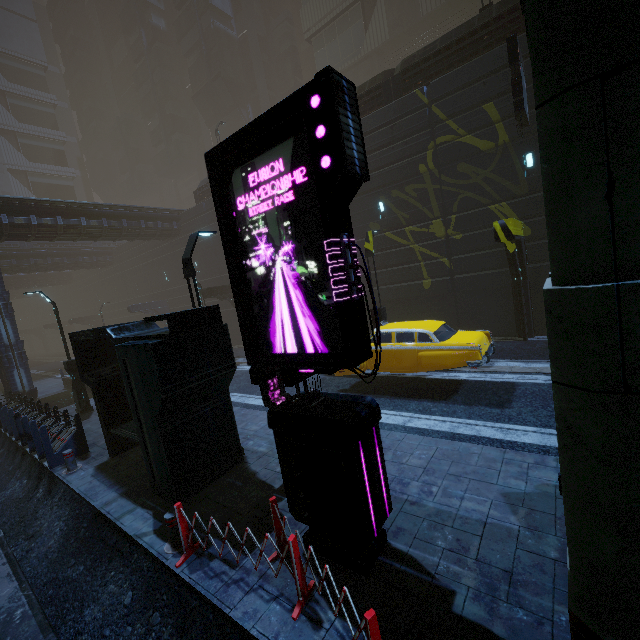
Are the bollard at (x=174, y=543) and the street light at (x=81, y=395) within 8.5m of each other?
no

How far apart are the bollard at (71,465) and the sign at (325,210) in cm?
754

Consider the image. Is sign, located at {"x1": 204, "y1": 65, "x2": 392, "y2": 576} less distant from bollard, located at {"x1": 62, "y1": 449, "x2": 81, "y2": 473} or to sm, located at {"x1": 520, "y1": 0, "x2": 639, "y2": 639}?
sm, located at {"x1": 520, "y1": 0, "x2": 639, "y2": 639}

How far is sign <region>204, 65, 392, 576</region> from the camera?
3.6m

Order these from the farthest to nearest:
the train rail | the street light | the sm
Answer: the street light, the train rail, the sm

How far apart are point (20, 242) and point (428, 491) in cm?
4056

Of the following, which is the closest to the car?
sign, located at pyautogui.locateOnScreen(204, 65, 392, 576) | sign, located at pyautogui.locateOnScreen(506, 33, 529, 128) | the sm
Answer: the sm

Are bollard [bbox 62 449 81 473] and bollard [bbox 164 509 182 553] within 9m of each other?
yes
